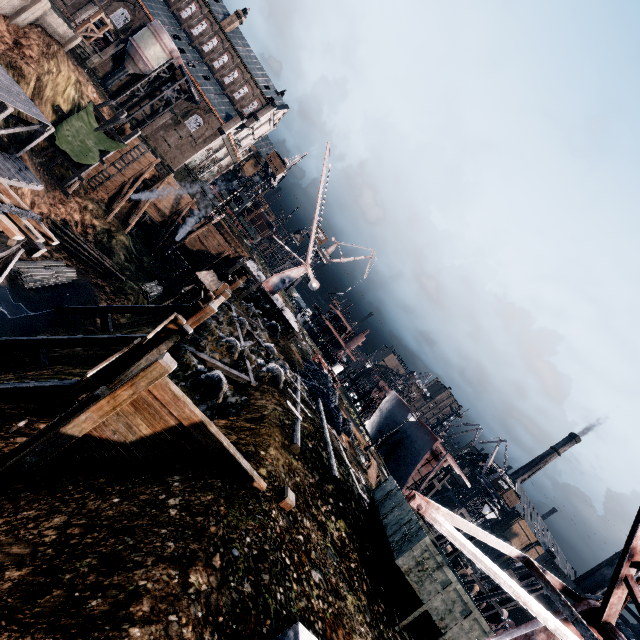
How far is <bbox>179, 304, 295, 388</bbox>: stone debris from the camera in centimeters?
1518cm

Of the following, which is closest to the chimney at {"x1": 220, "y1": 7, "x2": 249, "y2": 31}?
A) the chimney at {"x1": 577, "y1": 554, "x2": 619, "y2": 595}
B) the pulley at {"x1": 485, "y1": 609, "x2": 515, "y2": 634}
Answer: the pulley at {"x1": 485, "y1": 609, "x2": 515, "y2": 634}

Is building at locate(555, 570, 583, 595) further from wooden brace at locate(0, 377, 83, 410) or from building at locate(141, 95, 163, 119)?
building at locate(141, 95, 163, 119)

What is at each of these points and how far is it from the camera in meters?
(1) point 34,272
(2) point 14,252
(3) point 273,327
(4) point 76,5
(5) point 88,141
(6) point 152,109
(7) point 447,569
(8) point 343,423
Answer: (1) wood pile, 26.2 m
(2) wooden support structure, 14.1 m
(3) stone debris, 27.7 m
(4) building, 50.4 m
(5) cloth, 31.8 m
(6) building, 54.6 m
(7) rail car container, 8.8 m
(8) coal pile, 25.1 m

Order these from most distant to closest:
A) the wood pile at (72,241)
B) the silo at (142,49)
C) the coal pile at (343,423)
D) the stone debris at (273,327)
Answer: the silo at (142,49)
the wood pile at (72,241)
the stone debris at (273,327)
the coal pile at (343,423)

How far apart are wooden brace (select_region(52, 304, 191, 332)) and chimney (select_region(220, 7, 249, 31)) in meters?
58.3

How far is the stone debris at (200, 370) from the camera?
10.8m

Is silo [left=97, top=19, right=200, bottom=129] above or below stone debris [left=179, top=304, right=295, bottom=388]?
above
